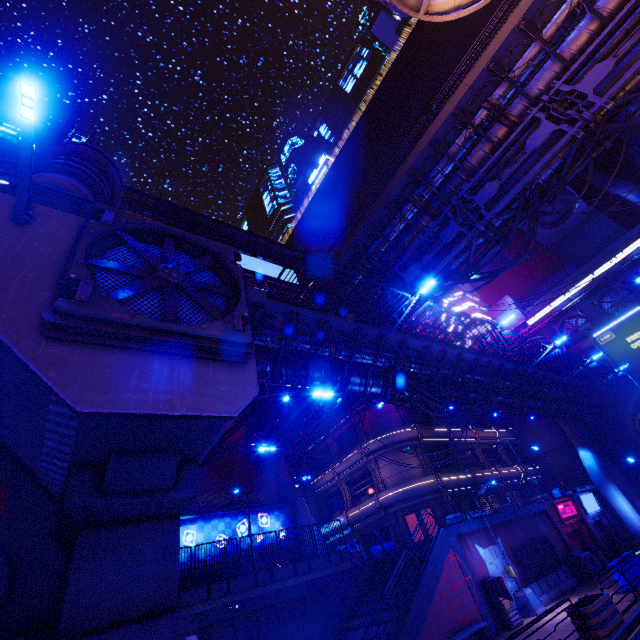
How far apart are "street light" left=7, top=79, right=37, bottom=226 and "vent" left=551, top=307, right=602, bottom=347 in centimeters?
5298cm

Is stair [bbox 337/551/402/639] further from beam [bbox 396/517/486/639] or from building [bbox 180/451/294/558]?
building [bbox 180/451/294/558]

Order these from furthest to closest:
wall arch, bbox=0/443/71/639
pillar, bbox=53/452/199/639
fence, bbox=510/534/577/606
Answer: fence, bbox=510/534/577/606
wall arch, bbox=0/443/71/639
pillar, bbox=53/452/199/639

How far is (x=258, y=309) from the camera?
11.8 meters

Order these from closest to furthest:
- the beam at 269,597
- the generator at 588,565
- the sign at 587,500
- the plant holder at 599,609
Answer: the plant holder at 599,609 < the beam at 269,597 < the generator at 588,565 < the sign at 587,500

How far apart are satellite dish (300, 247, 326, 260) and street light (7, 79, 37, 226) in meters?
38.8 m

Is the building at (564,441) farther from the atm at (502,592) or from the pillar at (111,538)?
the pillar at (111,538)

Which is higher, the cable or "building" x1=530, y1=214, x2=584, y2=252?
"building" x1=530, y1=214, x2=584, y2=252
